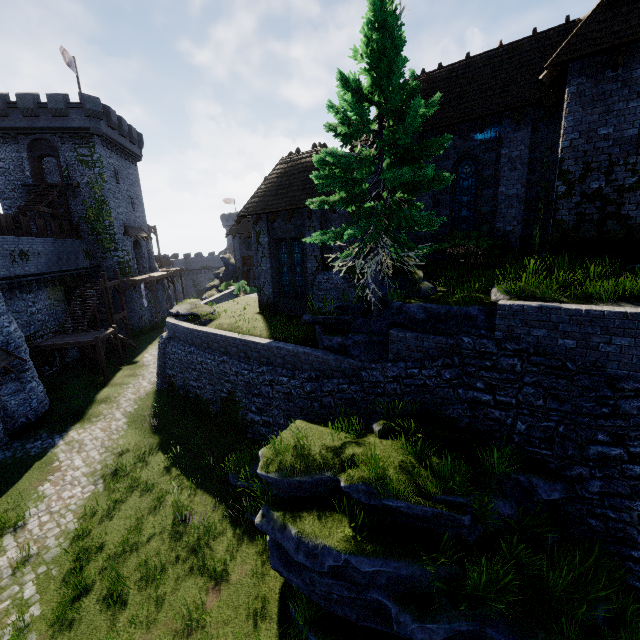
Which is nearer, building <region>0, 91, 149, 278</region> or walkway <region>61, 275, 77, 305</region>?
walkway <region>61, 275, 77, 305</region>

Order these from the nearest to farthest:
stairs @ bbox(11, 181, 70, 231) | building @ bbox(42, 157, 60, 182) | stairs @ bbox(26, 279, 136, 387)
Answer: stairs @ bbox(26, 279, 136, 387)
stairs @ bbox(11, 181, 70, 231)
building @ bbox(42, 157, 60, 182)

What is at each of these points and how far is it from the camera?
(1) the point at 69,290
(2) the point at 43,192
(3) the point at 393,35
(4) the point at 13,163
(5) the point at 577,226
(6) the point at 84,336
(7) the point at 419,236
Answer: (1) walkway, 27.5 meters
(2) stairs, 29.3 meters
(3) tree, 9.2 meters
(4) building, 30.7 meters
(5) building, 10.4 meters
(6) stairs, 22.5 meters
(7) building, 16.3 meters

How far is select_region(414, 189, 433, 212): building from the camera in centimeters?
1557cm

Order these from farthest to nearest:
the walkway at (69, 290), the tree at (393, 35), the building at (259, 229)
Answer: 1. the walkway at (69, 290)
2. the building at (259, 229)
3. the tree at (393, 35)

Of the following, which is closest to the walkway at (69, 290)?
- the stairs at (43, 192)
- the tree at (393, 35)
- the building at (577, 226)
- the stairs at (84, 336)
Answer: the stairs at (84, 336)

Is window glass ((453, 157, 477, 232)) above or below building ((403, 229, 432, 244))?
above

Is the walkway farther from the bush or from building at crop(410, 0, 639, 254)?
the bush
